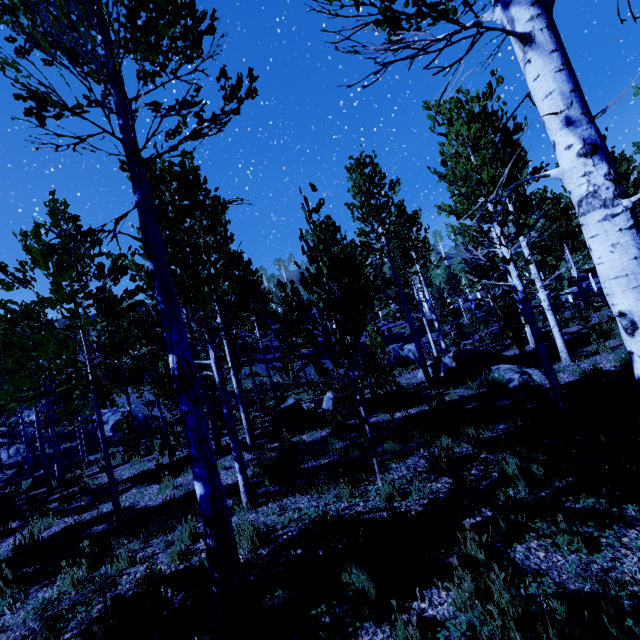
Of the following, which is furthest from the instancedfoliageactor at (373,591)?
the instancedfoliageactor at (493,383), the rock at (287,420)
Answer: the instancedfoliageactor at (493,383)

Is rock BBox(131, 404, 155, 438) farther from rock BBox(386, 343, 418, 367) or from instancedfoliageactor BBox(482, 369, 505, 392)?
instancedfoliageactor BBox(482, 369, 505, 392)

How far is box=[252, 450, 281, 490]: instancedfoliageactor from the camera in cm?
617

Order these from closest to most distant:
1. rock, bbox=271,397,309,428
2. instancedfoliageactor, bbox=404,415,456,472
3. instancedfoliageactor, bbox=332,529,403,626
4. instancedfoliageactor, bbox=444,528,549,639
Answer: instancedfoliageactor, bbox=444,528,549,639 → instancedfoliageactor, bbox=332,529,403,626 → instancedfoliageactor, bbox=404,415,456,472 → rock, bbox=271,397,309,428

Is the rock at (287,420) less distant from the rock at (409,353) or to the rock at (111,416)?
the rock at (409,353)

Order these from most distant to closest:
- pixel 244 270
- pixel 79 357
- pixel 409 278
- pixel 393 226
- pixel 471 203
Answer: pixel 409 278 < pixel 79 357 < pixel 393 226 < pixel 244 270 < pixel 471 203

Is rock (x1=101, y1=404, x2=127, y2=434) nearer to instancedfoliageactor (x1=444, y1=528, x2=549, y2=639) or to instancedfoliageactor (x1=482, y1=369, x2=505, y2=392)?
instancedfoliageactor (x1=444, y1=528, x2=549, y2=639)

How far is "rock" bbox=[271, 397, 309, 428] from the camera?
10.75m
